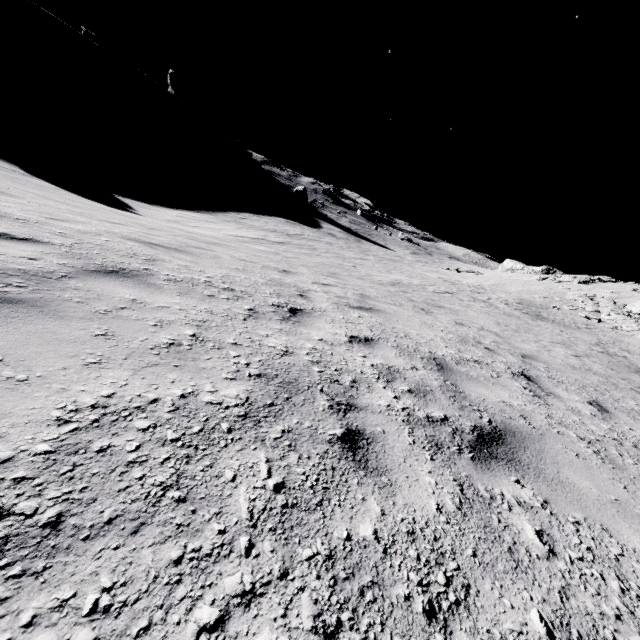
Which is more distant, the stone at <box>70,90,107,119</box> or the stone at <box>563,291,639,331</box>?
the stone at <box>70,90,107,119</box>

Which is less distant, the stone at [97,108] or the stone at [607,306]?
the stone at [607,306]

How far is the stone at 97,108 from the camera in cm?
5719

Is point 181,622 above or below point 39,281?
above

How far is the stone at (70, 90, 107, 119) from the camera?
57.2 meters

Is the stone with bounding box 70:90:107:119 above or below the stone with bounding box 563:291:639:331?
below
